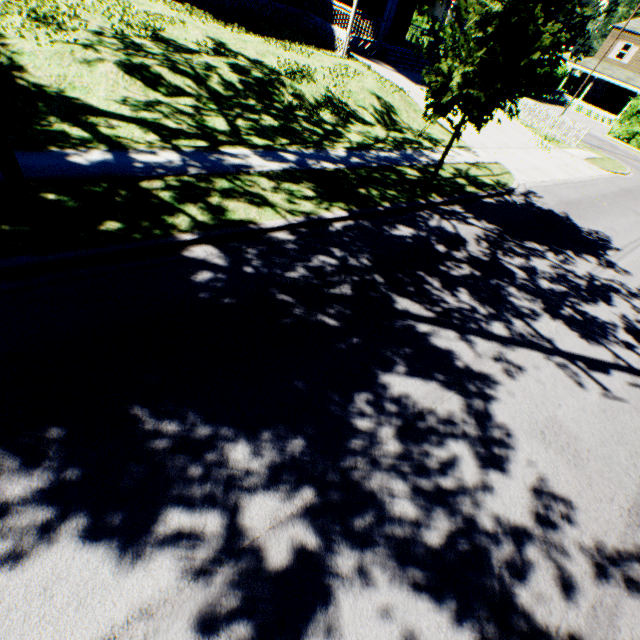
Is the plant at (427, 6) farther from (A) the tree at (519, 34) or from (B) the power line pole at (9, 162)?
(B) the power line pole at (9, 162)

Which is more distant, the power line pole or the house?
the house

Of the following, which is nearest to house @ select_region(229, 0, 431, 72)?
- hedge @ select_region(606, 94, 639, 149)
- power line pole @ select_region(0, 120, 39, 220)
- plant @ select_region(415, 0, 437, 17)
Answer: power line pole @ select_region(0, 120, 39, 220)

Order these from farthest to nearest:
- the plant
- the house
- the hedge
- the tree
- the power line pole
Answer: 1. the plant
2. the hedge
3. the house
4. the tree
5. the power line pole

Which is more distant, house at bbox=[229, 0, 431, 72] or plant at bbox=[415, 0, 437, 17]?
plant at bbox=[415, 0, 437, 17]

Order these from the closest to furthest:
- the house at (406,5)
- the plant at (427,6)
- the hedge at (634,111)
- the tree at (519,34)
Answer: the tree at (519,34)
the house at (406,5)
the hedge at (634,111)
the plant at (427,6)

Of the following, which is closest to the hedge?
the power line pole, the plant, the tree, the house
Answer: the house

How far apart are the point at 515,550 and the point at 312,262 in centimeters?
501cm
